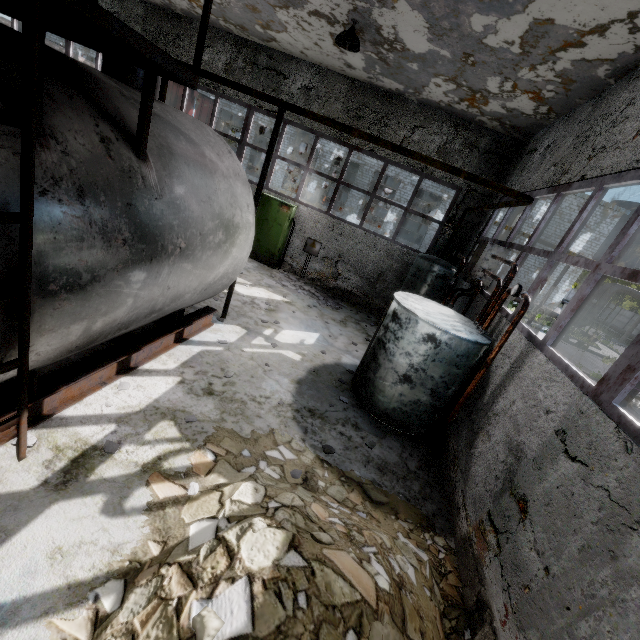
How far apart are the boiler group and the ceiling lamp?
5.2 meters

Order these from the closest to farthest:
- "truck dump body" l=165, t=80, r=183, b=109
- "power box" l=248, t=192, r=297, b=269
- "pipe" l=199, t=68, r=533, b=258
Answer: "pipe" l=199, t=68, r=533, b=258
"power box" l=248, t=192, r=297, b=269
"truck dump body" l=165, t=80, r=183, b=109

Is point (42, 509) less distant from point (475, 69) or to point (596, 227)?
point (475, 69)

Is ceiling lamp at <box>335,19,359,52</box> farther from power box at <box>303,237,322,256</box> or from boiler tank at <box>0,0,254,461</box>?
power box at <box>303,237,322,256</box>

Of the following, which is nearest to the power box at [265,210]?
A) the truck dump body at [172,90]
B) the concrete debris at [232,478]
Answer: the concrete debris at [232,478]

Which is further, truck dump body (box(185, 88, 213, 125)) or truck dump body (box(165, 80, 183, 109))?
truck dump body (box(185, 88, 213, 125))

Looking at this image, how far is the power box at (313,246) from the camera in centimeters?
1232cm

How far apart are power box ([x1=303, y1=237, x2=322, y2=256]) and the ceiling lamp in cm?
585
